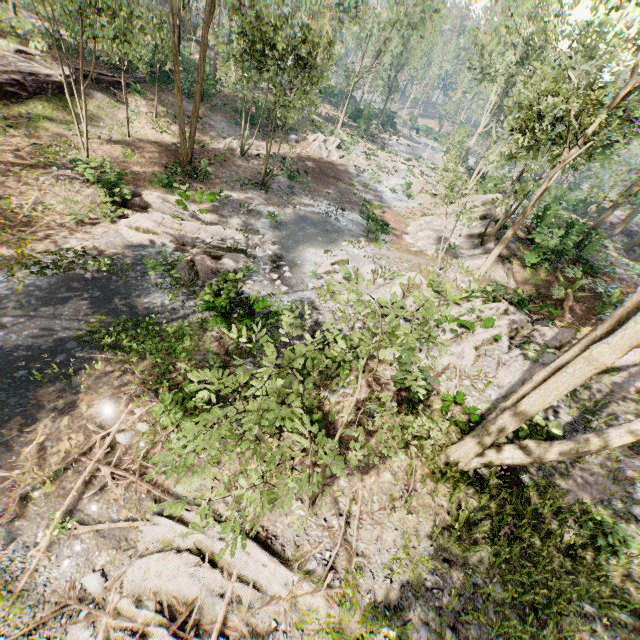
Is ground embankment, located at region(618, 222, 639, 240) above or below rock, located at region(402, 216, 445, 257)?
above

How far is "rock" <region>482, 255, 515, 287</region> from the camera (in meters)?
17.31

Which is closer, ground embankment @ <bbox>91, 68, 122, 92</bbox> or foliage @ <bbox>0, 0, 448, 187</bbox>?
foliage @ <bbox>0, 0, 448, 187</bbox>

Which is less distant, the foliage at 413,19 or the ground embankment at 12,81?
the foliage at 413,19

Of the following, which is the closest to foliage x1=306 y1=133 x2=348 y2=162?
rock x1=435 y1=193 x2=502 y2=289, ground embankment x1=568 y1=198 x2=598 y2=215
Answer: rock x1=435 y1=193 x2=502 y2=289

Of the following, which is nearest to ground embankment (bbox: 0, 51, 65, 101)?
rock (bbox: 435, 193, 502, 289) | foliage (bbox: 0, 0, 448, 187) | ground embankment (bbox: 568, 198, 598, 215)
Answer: foliage (bbox: 0, 0, 448, 187)

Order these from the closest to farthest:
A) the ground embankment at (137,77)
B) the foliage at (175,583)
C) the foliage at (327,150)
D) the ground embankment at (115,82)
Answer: the foliage at (175,583) < the ground embankment at (115,82) < the ground embankment at (137,77) < the foliage at (327,150)

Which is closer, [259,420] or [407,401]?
[259,420]
